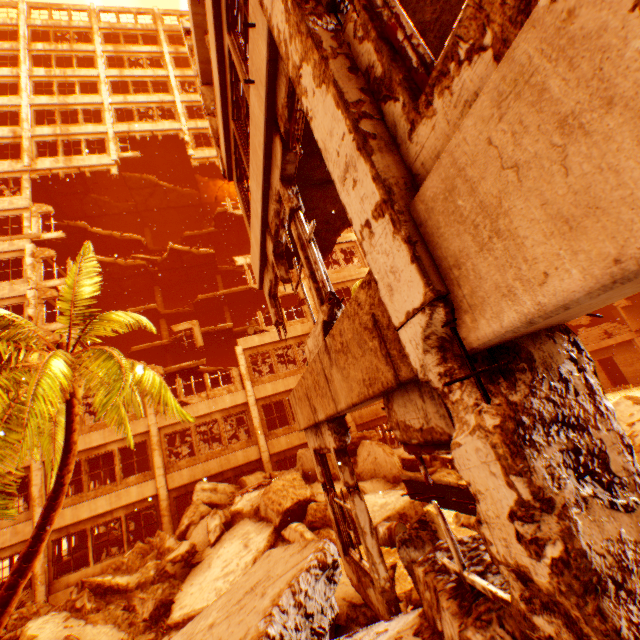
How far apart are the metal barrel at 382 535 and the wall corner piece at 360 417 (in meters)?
9.78

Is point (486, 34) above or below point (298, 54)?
below

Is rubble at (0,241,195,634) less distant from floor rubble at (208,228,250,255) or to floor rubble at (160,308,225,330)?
floor rubble at (208,228,250,255)

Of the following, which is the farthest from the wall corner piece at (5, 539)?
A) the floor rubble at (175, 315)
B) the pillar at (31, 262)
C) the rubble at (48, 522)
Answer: the floor rubble at (175, 315)

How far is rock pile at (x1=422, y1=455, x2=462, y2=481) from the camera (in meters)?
12.01

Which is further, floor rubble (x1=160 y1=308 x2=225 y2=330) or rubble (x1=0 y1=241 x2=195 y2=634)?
floor rubble (x1=160 y1=308 x2=225 y2=330)

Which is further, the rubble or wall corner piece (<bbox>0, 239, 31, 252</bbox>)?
wall corner piece (<bbox>0, 239, 31, 252</bbox>)

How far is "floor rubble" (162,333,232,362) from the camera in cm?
2306
